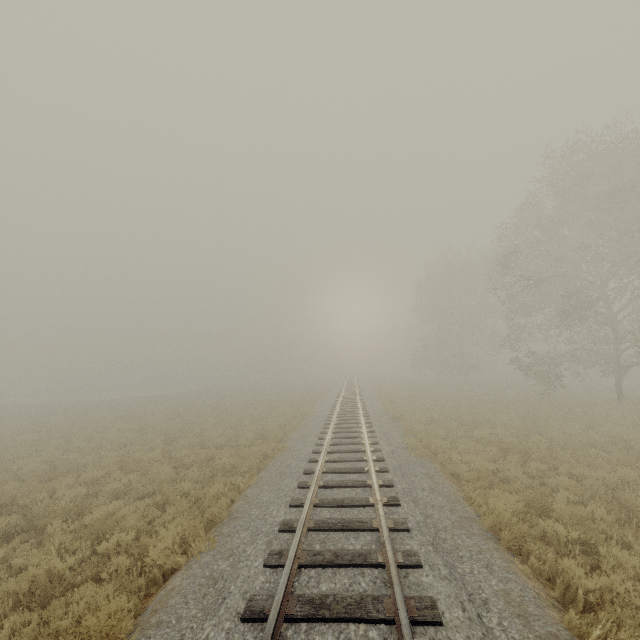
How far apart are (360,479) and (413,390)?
30.3m
